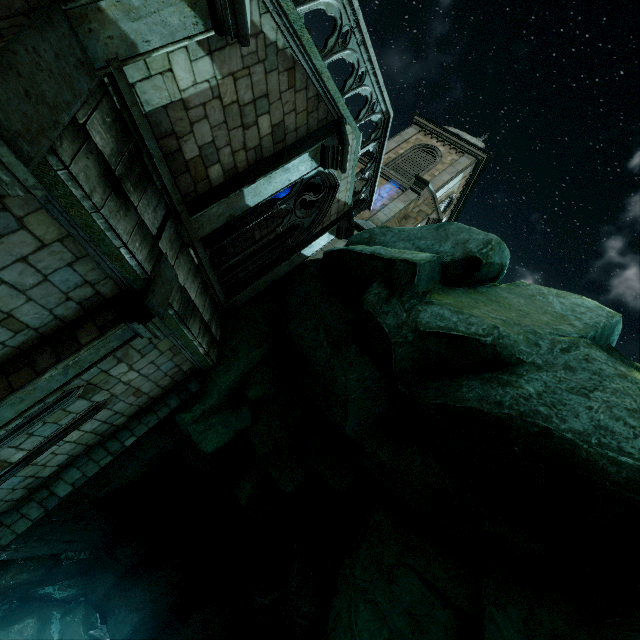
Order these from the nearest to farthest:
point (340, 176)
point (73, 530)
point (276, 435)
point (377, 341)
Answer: point (377, 341), point (340, 176), point (276, 435), point (73, 530)

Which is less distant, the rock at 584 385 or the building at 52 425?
the building at 52 425

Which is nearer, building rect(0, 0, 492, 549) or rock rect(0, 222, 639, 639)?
building rect(0, 0, 492, 549)
